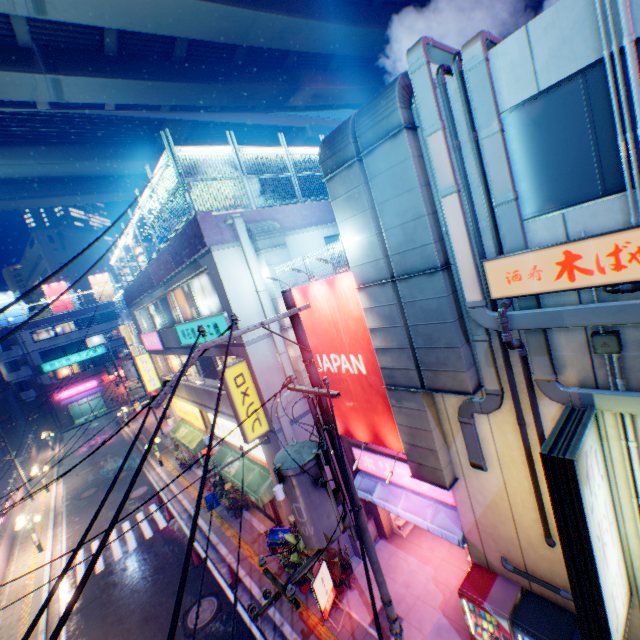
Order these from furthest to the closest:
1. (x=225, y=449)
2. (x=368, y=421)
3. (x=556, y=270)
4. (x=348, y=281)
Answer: (x=225, y=449) → (x=368, y=421) → (x=348, y=281) → (x=556, y=270)

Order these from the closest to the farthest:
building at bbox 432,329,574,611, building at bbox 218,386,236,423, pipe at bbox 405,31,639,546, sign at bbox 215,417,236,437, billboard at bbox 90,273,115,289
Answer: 1. pipe at bbox 405,31,639,546
2. building at bbox 432,329,574,611
3. building at bbox 218,386,236,423
4. sign at bbox 215,417,236,437
5. billboard at bbox 90,273,115,289

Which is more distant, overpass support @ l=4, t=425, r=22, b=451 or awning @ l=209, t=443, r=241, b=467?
overpass support @ l=4, t=425, r=22, b=451

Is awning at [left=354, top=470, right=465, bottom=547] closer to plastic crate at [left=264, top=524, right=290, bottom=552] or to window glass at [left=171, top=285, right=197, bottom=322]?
plastic crate at [left=264, top=524, right=290, bottom=552]

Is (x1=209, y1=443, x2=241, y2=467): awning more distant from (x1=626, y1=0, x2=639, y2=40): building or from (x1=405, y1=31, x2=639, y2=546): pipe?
(x1=405, y1=31, x2=639, y2=546): pipe

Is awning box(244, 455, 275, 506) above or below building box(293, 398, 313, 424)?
below

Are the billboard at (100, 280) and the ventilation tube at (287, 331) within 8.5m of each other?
no

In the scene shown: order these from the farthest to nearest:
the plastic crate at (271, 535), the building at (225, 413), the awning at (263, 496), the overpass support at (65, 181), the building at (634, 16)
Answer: the overpass support at (65, 181) < the building at (225, 413) < the plastic crate at (271, 535) < the awning at (263, 496) < the building at (634, 16)
